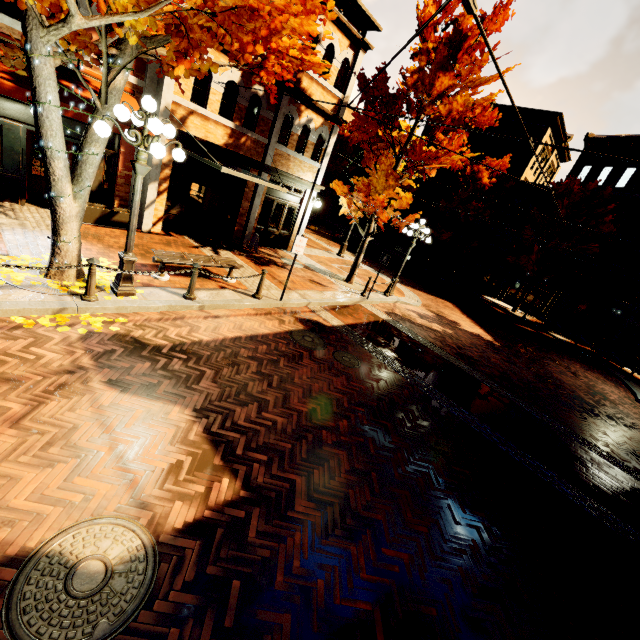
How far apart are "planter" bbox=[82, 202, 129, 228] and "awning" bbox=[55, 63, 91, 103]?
2.2 meters

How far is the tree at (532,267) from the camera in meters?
22.1

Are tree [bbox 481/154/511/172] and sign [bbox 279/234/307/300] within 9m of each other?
no

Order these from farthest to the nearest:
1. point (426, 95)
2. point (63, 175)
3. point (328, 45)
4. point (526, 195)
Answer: point (526, 195) → point (328, 45) → point (426, 95) → point (63, 175)

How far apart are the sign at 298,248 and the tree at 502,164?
23.4m

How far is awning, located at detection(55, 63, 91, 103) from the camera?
7.71m

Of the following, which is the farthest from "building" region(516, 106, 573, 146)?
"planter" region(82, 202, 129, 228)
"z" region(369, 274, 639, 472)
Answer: "planter" region(82, 202, 129, 228)

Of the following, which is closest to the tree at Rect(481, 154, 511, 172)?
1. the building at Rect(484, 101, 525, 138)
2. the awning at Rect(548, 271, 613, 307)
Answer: the building at Rect(484, 101, 525, 138)
